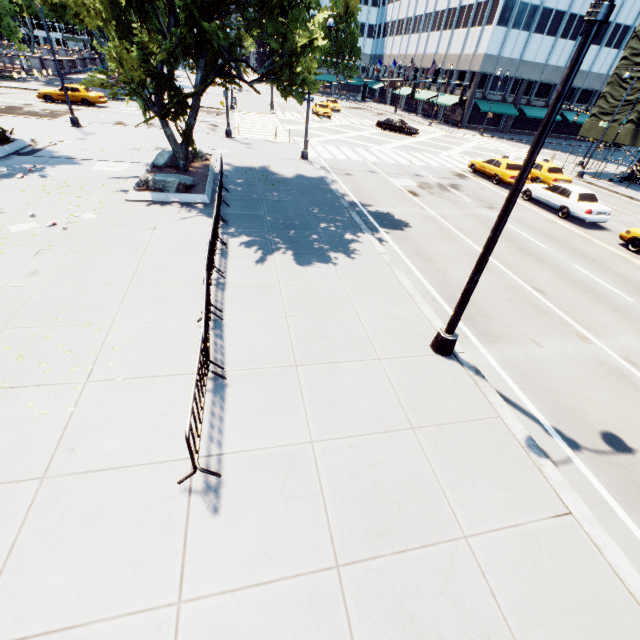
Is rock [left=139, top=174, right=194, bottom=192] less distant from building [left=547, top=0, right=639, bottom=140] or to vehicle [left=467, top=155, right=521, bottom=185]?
vehicle [left=467, top=155, right=521, bottom=185]

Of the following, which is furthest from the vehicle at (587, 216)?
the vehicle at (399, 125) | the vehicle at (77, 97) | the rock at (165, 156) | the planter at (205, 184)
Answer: the vehicle at (77, 97)

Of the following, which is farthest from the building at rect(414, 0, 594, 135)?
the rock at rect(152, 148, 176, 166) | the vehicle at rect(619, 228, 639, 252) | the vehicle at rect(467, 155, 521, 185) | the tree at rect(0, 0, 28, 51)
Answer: the rock at rect(152, 148, 176, 166)

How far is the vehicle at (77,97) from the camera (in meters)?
28.44

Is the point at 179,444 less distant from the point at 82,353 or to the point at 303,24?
the point at 82,353

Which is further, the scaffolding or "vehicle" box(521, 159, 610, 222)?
the scaffolding

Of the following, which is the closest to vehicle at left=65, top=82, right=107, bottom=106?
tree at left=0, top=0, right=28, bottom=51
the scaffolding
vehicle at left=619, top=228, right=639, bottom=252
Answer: tree at left=0, top=0, right=28, bottom=51

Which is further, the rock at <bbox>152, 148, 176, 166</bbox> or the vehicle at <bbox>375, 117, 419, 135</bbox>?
the vehicle at <bbox>375, 117, 419, 135</bbox>
